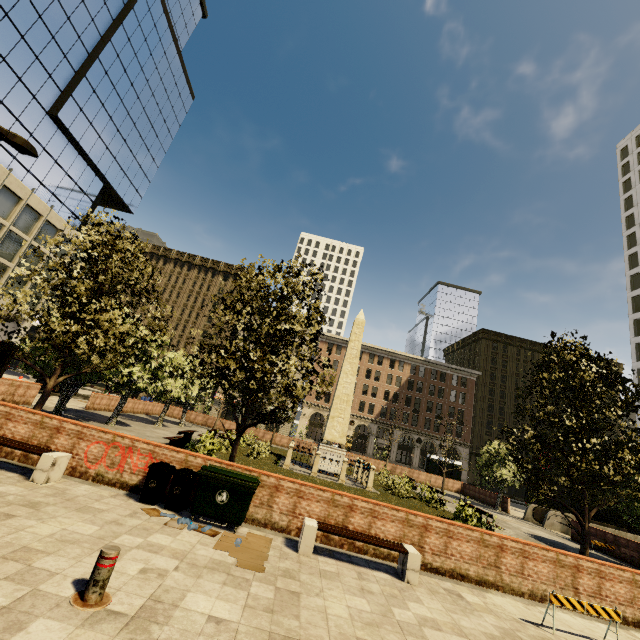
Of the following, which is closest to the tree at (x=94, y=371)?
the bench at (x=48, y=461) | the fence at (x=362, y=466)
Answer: the fence at (x=362, y=466)

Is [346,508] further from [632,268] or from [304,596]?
[632,268]

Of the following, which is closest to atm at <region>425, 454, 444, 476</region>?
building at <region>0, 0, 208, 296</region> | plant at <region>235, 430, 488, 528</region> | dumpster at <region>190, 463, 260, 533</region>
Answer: plant at <region>235, 430, 488, 528</region>

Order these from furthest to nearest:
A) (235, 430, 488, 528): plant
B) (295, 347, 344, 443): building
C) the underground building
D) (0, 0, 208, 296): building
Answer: (295, 347, 344, 443): building → (0, 0, 208, 296): building → the underground building → (235, 430, 488, 528): plant

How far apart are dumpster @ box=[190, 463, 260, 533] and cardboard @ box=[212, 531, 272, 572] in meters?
0.1

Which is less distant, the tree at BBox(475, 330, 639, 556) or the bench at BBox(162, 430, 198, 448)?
the tree at BBox(475, 330, 639, 556)

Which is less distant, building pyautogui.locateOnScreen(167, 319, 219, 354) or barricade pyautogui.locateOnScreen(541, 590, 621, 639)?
barricade pyautogui.locateOnScreen(541, 590, 621, 639)

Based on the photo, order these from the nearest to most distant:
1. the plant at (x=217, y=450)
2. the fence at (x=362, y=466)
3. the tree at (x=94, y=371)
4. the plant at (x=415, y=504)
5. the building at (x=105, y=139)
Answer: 1. the tree at (x=94, y=371)
2. the plant at (x=217, y=450)
3. the plant at (x=415, y=504)
4. the fence at (x=362, y=466)
5. the building at (x=105, y=139)
